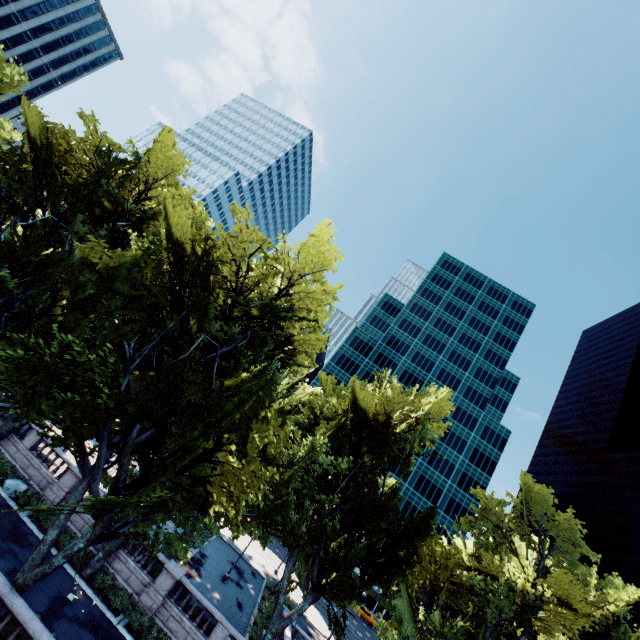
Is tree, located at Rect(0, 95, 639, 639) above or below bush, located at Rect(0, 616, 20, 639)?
above

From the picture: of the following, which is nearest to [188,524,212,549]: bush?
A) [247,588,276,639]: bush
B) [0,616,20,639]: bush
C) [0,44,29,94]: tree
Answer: [0,44,29,94]: tree

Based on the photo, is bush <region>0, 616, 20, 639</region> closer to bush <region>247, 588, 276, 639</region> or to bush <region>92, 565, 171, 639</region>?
bush <region>92, 565, 171, 639</region>

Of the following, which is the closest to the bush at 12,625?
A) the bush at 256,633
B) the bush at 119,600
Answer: the bush at 119,600

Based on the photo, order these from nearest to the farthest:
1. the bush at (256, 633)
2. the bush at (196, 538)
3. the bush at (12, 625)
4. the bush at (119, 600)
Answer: the bush at (12, 625), the bush at (119, 600), the bush at (256, 633), the bush at (196, 538)

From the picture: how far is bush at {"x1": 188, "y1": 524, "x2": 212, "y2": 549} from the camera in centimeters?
3221cm

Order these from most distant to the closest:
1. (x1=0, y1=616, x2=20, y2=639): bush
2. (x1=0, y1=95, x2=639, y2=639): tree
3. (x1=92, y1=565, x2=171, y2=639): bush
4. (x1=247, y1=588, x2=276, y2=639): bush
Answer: (x1=247, y1=588, x2=276, y2=639): bush, (x1=92, y1=565, x2=171, y2=639): bush, (x1=0, y1=95, x2=639, y2=639): tree, (x1=0, y1=616, x2=20, y2=639): bush

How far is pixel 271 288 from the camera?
20.9 meters
